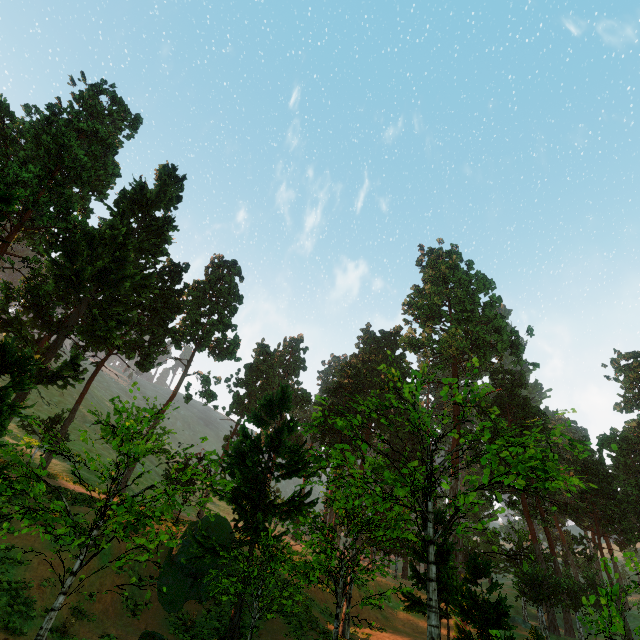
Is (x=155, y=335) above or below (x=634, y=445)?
below

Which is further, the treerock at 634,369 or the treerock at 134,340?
the treerock at 634,369

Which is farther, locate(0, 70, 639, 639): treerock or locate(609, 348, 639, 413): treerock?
locate(609, 348, 639, 413): treerock
